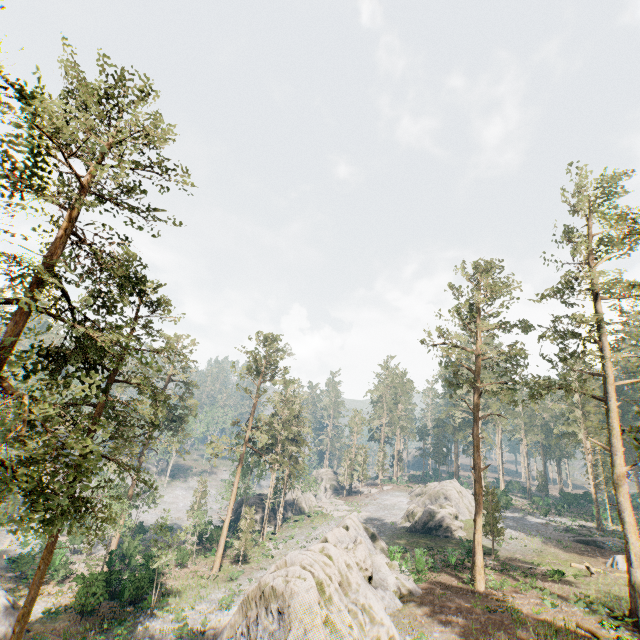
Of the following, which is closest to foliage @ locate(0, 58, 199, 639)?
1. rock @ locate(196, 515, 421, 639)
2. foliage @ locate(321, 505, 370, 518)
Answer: rock @ locate(196, 515, 421, 639)

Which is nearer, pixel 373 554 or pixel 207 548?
pixel 373 554

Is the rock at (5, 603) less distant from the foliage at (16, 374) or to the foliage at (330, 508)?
the foliage at (16, 374)

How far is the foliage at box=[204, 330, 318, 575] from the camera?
36.84m

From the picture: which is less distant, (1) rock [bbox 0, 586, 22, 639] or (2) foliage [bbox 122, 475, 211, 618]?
(1) rock [bbox 0, 586, 22, 639]

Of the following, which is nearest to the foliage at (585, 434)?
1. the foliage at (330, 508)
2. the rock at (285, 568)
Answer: the rock at (285, 568)

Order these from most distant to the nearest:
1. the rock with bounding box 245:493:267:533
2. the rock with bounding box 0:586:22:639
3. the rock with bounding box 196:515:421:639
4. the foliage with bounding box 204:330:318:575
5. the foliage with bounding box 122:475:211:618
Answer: the rock with bounding box 245:493:267:533, the foliage with bounding box 204:330:318:575, the foliage with bounding box 122:475:211:618, the rock with bounding box 0:586:22:639, the rock with bounding box 196:515:421:639

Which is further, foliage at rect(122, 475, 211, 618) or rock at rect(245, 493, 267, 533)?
rock at rect(245, 493, 267, 533)
